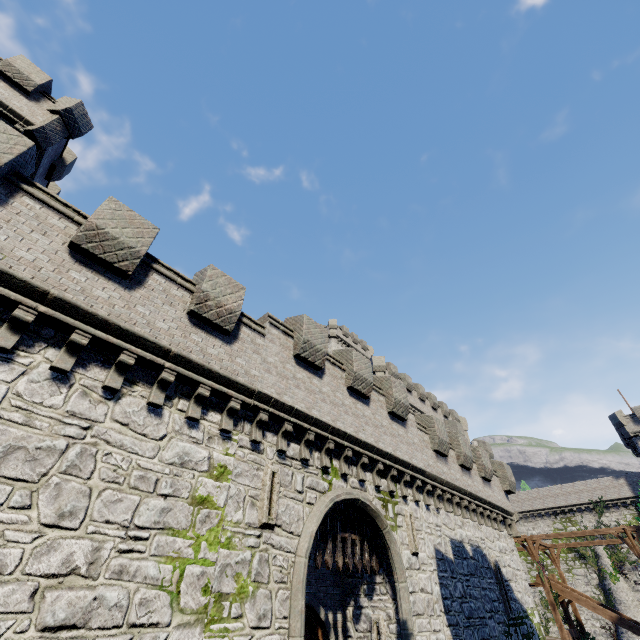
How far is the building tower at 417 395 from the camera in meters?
33.7 m

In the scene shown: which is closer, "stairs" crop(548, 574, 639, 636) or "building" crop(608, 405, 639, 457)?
"stairs" crop(548, 574, 639, 636)

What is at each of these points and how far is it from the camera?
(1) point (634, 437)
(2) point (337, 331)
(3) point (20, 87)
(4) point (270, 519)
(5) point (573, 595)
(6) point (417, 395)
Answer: (1) building, 41.3m
(2) building, 52.2m
(3) building tower, 15.2m
(4) window slit, 8.4m
(5) stairs, 22.4m
(6) building tower, 37.5m

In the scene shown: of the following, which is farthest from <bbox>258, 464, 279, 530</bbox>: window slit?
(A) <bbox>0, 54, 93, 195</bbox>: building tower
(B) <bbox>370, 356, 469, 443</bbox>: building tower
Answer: (B) <bbox>370, 356, 469, 443</bbox>: building tower

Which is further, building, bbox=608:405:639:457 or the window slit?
building, bbox=608:405:639:457

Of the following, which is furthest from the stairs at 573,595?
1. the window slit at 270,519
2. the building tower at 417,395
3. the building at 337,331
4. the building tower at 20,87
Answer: the building tower at 20,87

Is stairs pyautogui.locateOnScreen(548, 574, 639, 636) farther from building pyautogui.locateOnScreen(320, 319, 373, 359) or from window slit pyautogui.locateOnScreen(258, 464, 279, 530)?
window slit pyautogui.locateOnScreen(258, 464, 279, 530)

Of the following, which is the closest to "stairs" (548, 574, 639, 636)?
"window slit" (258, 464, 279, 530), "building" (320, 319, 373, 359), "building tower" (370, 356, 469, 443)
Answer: "building tower" (370, 356, 469, 443)
